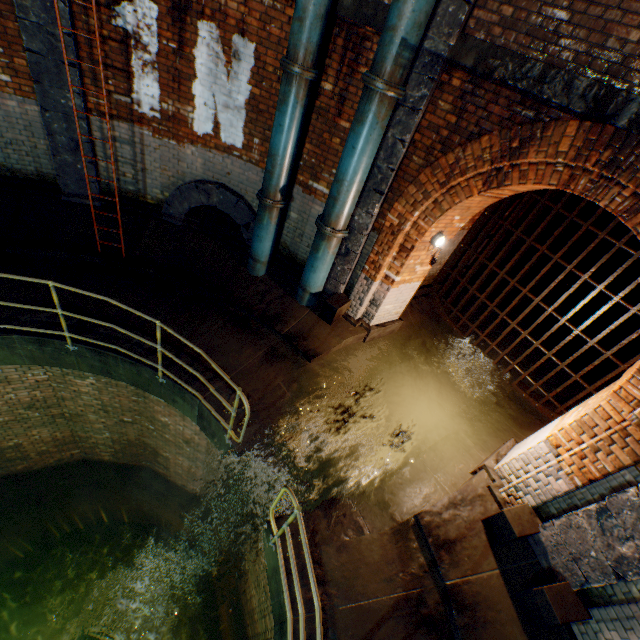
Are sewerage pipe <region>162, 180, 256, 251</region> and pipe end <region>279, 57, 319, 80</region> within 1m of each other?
no

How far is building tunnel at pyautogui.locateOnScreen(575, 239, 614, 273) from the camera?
13.54m

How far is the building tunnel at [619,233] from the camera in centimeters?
1291cm

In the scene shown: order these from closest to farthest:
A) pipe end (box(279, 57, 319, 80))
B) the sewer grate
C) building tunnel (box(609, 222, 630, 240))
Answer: pipe end (box(279, 57, 319, 80))
the sewer grate
building tunnel (box(609, 222, 630, 240))

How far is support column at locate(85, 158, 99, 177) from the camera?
6.1m

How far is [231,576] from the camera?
8.16m

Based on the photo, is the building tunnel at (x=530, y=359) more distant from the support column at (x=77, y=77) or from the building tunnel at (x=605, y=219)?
the support column at (x=77, y=77)

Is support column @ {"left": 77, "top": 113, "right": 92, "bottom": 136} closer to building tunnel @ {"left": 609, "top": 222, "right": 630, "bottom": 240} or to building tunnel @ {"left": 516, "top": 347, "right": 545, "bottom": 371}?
building tunnel @ {"left": 516, "top": 347, "right": 545, "bottom": 371}
